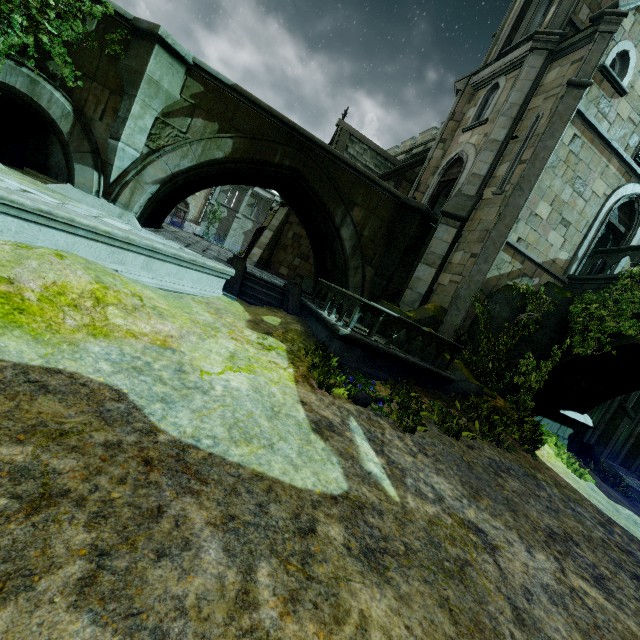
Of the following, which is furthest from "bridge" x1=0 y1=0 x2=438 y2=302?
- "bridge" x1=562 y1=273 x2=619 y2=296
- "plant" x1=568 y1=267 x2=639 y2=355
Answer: "bridge" x1=562 y1=273 x2=619 y2=296

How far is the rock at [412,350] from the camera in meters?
9.6 m

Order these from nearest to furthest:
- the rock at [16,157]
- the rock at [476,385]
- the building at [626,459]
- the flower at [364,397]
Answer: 1. the flower at [364,397]
2. the rock at [16,157]
3. the rock at [476,385]
4. the building at [626,459]

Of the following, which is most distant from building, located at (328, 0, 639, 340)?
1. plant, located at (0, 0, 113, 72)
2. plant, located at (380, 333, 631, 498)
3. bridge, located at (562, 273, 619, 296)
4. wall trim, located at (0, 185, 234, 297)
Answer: plant, located at (0, 0, 113, 72)

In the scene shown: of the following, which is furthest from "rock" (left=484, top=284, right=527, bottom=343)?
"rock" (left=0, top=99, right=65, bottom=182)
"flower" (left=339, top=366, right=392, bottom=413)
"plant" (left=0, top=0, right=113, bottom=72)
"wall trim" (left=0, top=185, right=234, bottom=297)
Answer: "rock" (left=0, top=99, right=65, bottom=182)

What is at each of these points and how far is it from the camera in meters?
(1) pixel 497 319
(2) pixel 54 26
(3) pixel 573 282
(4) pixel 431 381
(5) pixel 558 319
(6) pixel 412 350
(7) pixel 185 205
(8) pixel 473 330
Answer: (1) rock, 10.5 m
(2) plant, 8.0 m
(3) bridge, 11.6 m
(4) wall trim, 9.4 m
(5) rock, 11.1 m
(6) rock, 9.6 m
(7) building, 38.4 m
(8) rock, 11.0 m

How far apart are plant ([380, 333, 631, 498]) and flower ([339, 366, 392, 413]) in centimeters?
332cm

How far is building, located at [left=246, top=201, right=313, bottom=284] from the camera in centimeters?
1803cm
